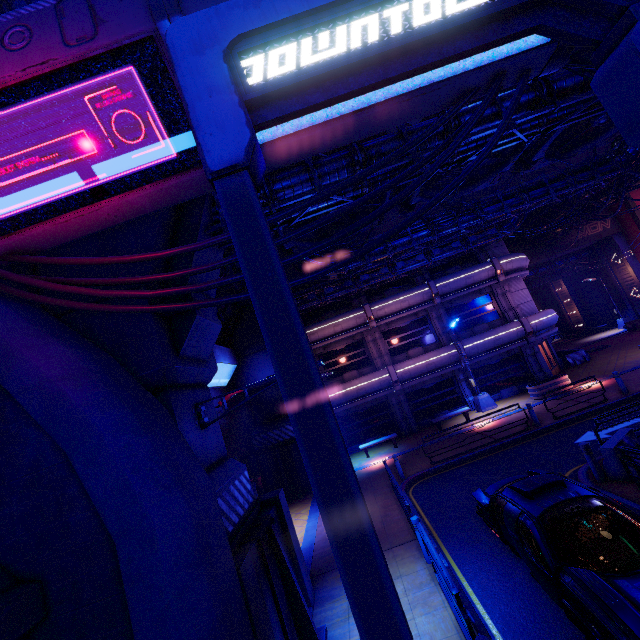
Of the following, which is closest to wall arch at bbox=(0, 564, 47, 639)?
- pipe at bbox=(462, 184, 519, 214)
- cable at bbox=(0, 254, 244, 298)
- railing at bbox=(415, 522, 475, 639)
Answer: cable at bbox=(0, 254, 244, 298)

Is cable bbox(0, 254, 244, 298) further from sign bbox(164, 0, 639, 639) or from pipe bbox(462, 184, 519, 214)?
pipe bbox(462, 184, 519, 214)

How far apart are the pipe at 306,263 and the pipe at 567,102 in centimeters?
712cm

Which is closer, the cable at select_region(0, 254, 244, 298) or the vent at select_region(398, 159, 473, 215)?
the cable at select_region(0, 254, 244, 298)

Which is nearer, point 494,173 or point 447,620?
point 447,620

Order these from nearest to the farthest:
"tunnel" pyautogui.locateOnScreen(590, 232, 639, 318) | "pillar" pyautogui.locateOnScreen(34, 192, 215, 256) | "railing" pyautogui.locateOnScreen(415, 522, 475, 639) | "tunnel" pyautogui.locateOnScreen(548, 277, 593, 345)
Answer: "railing" pyautogui.locateOnScreen(415, 522, 475, 639), "pillar" pyautogui.locateOnScreen(34, 192, 215, 256), "tunnel" pyautogui.locateOnScreen(590, 232, 639, 318), "tunnel" pyautogui.locateOnScreen(548, 277, 593, 345)

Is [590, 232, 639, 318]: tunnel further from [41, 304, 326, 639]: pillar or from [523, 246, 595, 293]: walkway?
[41, 304, 326, 639]: pillar
